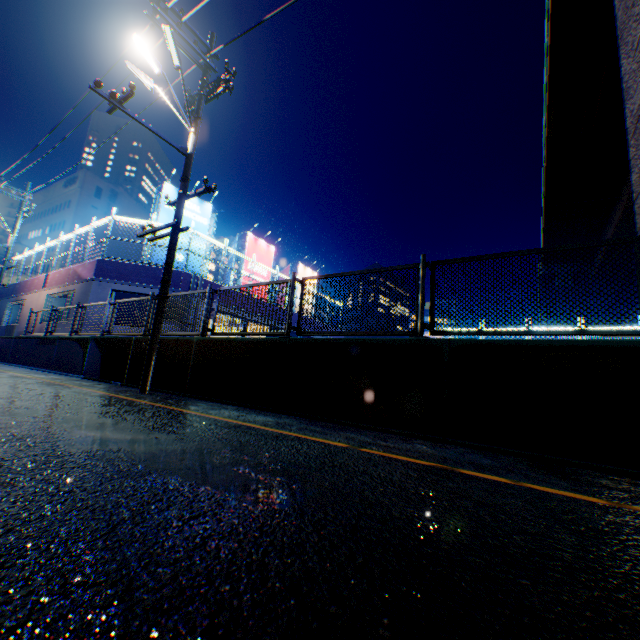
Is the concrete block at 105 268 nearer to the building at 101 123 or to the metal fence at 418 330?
the metal fence at 418 330

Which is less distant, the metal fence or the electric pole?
the metal fence

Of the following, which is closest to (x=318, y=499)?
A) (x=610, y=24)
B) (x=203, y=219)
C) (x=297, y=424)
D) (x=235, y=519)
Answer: (x=235, y=519)

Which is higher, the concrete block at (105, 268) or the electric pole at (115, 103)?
the electric pole at (115, 103)

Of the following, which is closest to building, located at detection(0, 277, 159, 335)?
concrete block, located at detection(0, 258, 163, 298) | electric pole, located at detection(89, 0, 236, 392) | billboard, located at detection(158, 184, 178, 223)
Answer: concrete block, located at detection(0, 258, 163, 298)

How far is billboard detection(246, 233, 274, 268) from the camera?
21.6m

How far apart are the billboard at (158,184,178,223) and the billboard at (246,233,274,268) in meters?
3.3

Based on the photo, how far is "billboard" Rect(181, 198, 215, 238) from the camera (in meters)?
17.38
